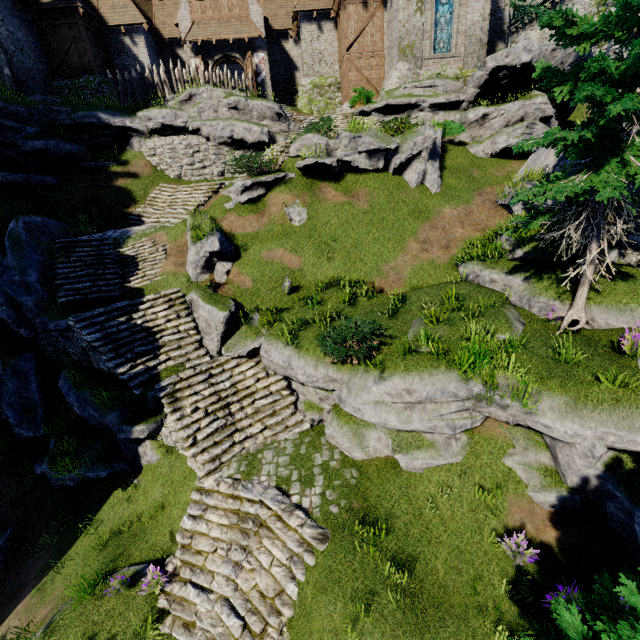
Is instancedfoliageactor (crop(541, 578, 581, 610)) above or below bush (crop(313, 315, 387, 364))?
below

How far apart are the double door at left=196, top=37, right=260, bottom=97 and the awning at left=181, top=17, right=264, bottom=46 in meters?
0.5 m

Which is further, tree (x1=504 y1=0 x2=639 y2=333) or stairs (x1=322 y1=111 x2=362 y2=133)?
stairs (x1=322 y1=111 x2=362 y2=133)

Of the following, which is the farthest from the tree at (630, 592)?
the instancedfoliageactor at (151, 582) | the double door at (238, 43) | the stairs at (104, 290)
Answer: the double door at (238, 43)

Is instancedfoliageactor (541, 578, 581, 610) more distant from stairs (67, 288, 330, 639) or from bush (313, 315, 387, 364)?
bush (313, 315, 387, 364)

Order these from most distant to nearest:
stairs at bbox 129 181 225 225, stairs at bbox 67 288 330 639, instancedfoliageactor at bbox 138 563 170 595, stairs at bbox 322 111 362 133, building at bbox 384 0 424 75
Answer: stairs at bbox 322 111 362 133 → building at bbox 384 0 424 75 → stairs at bbox 129 181 225 225 → instancedfoliageactor at bbox 138 563 170 595 → stairs at bbox 67 288 330 639

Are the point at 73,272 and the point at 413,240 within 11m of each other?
no

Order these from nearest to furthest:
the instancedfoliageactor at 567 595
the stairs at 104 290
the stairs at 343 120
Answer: the instancedfoliageactor at 567 595, the stairs at 104 290, the stairs at 343 120
